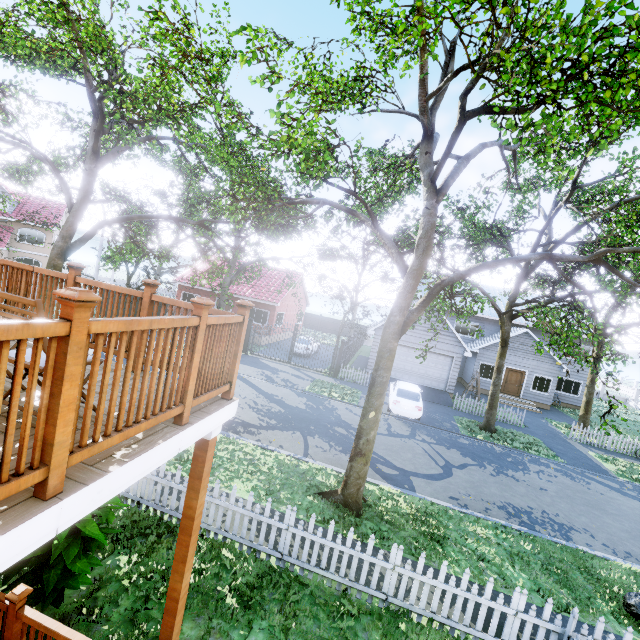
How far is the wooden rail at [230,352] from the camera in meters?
2.9

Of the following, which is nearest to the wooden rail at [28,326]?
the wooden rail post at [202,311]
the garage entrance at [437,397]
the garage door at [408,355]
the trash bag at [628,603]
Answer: the wooden rail post at [202,311]

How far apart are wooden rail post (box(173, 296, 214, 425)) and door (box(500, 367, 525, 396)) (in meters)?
27.89

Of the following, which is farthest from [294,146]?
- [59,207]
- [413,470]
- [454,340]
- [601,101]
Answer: [59,207]

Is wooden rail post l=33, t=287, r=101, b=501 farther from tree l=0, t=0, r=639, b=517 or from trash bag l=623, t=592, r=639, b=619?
trash bag l=623, t=592, r=639, b=619

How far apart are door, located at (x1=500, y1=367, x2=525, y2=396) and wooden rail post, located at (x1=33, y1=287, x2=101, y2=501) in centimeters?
2890cm

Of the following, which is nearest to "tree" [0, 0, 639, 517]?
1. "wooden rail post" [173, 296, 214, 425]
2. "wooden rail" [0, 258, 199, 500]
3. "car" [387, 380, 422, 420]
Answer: "car" [387, 380, 422, 420]

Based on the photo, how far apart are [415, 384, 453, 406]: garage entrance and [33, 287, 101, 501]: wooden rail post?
20.49m
